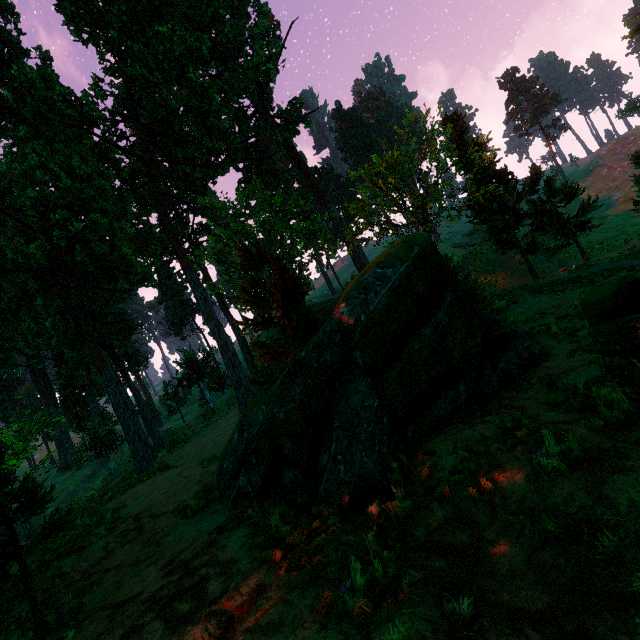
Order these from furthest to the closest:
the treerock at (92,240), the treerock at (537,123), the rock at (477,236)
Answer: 1. the treerock at (537,123)
2. the rock at (477,236)
3. the treerock at (92,240)

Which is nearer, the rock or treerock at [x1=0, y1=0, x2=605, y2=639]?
treerock at [x1=0, y1=0, x2=605, y2=639]

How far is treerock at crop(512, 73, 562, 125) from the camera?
57.4 meters

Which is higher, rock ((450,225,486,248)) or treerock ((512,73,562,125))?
treerock ((512,73,562,125))

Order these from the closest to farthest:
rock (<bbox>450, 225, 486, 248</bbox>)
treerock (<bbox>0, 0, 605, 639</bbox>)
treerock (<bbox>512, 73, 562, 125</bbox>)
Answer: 1. treerock (<bbox>0, 0, 605, 639</bbox>)
2. rock (<bbox>450, 225, 486, 248</bbox>)
3. treerock (<bbox>512, 73, 562, 125</bbox>)

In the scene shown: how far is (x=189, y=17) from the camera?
28.6 meters

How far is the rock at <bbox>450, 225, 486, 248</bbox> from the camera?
48.7 meters

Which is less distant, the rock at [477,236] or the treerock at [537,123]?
the rock at [477,236]
